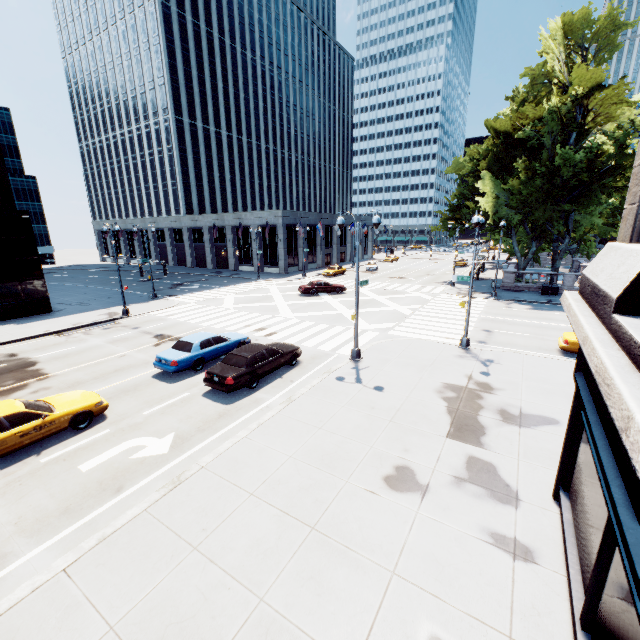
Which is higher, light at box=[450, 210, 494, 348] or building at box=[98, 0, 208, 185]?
building at box=[98, 0, 208, 185]

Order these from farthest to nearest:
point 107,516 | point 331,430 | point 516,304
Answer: point 516,304 < point 331,430 < point 107,516

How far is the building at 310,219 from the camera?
51.0 meters

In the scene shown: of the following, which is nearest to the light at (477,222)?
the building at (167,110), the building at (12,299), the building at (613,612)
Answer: the building at (613,612)

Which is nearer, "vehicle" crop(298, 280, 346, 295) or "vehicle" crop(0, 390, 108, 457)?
"vehicle" crop(0, 390, 108, 457)

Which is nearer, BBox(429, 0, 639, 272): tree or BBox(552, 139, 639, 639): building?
BBox(552, 139, 639, 639): building

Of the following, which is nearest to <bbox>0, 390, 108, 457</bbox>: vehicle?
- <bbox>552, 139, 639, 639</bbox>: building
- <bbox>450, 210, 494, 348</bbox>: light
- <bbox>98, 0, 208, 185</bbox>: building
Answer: <bbox>552, 139, 639, 639</bbox>: building

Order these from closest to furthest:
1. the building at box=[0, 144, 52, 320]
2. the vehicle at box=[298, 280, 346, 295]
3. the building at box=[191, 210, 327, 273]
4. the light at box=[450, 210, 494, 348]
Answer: the light at box=[450, 210, 494, 348]
the building at box=[0, 144, 52, 320]
the vehicle at box=[298, 280, 346, 295]
the building at box=[191, 210, 327, 273]
